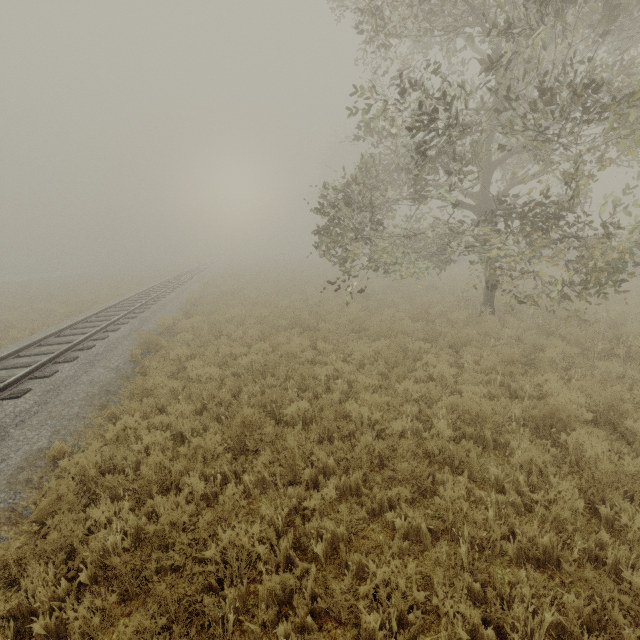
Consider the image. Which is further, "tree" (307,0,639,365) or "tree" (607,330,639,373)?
"tree" (607,330,639,373)

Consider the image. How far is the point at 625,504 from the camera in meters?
3.8

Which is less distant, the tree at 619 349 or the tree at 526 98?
the tree at 526 98

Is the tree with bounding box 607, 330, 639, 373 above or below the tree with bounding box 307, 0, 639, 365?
below

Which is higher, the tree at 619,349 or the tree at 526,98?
the tree at 526,98
